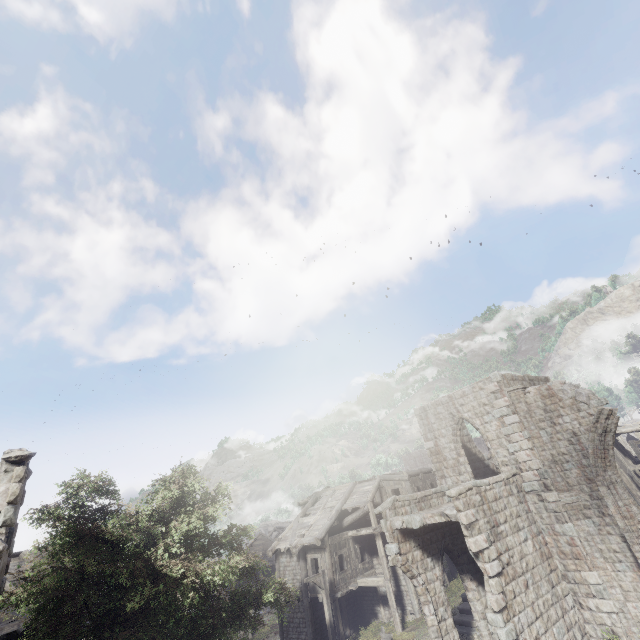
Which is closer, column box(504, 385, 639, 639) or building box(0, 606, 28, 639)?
column box(504, 385, 639, 639)

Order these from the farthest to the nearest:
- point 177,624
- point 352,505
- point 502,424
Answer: point 352,505 < point 502,424 < point 177,624

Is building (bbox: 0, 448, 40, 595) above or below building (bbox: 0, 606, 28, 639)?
above

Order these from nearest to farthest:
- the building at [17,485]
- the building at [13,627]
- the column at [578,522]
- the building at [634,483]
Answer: the building at [17,485]
the column at [578,522]
the building at [13,627]
the building at [634,483]

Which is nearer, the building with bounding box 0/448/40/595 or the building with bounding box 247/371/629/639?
the building with bounding box 0/448/40/595

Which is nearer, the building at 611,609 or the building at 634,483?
the building at 611,609

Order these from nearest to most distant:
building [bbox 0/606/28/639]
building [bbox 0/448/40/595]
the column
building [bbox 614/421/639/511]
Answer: building [bbox 0/448/40/595]
the column
building [bbox 0/606/28/639]
building [bbox 614/421/639/511]
